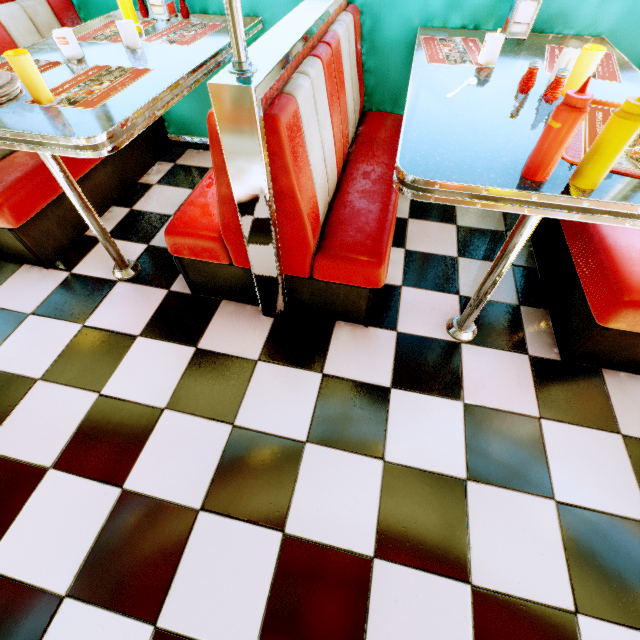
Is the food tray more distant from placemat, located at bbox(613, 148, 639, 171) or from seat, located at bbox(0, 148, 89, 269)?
seat, located at bbox(0, 148, 89, 269)

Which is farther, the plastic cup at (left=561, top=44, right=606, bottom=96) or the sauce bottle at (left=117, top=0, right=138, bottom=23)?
the sauce bottle at (left=117, top=0, right=138, bottom=23)

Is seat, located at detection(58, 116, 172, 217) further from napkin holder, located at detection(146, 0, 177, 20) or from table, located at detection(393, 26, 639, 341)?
table, located at detection(393, 26, 639, 341)

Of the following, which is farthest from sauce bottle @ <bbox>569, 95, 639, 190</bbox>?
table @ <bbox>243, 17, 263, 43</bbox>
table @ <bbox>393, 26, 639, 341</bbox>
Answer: table @ <bbox>243, 17, 263, 43</bbox>

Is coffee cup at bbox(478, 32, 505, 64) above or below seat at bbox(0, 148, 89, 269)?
above

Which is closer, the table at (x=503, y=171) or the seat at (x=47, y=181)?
the table at (x=503, y=171)

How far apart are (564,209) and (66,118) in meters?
1.7 m

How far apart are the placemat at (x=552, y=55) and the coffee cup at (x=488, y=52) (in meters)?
0.25
